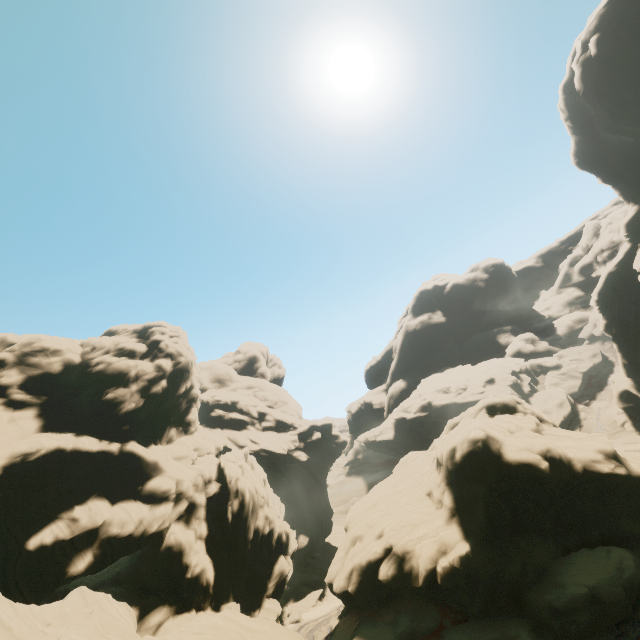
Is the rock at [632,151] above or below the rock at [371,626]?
above

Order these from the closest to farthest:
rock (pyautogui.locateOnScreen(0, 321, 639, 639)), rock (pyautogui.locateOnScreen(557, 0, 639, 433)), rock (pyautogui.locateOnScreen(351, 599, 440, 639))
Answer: rock (pyautogui.locateOnScreen(0, 321, 639, 639))
rock (pyautogui.locateOnScreen(351, 599, 440, 639))
rock (pyautogui.locateOnScreen(557, 0, 639, 433))

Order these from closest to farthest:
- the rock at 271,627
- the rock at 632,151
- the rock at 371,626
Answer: the rock at 271,627 → the rock at 371,626 → the rock at 632,151

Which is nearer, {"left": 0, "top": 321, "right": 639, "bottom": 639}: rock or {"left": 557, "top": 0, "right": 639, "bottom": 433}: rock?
{"left": 0, "top": 321, "right": 639, "bottom": 639}: rock

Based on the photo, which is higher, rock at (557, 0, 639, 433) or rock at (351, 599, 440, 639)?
rock at (557, 0, 639, 433)

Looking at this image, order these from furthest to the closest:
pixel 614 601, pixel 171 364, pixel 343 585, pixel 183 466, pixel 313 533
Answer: pixel 313 533 < pixel 171 364 < pixel 183 466 < pixel 343 585 < pixel 614 601
